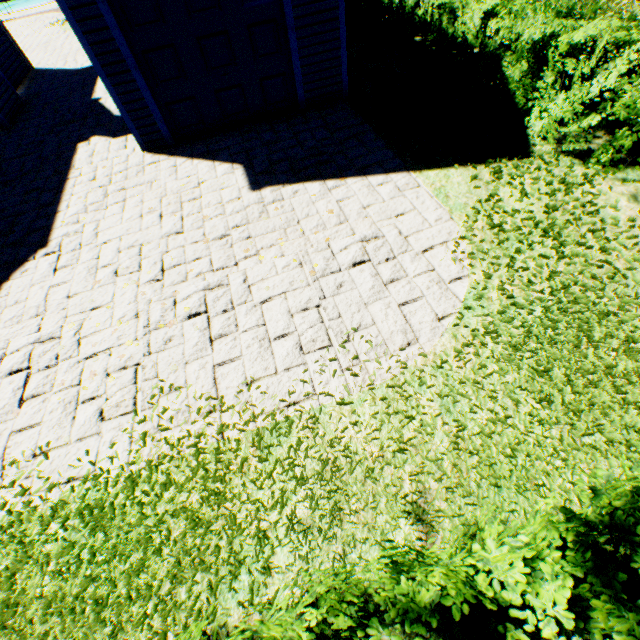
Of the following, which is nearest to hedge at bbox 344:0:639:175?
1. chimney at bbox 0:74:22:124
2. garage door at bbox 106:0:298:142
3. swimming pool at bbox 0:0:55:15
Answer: garage door at bbox 106:0:298:142

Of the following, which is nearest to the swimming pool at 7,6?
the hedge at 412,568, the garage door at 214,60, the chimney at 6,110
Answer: the chimney at 6,110

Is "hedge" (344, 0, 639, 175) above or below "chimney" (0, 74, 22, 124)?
above

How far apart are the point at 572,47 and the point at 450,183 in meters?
2.9 m

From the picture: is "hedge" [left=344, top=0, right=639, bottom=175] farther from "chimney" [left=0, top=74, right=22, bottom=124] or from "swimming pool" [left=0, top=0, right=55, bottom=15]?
"swimming pool" [left=0, top=0, right=55, bottom=15]

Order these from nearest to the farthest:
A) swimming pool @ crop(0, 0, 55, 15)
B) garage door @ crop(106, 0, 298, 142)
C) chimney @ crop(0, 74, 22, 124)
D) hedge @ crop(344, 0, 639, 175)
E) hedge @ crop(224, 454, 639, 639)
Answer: hedge @ crop(224, 454, 639, 639) → hedge @ crop(344, 0, 639, 175) → garage door @ crop(106, 0, 298, 142) → chimney @ crop(0, 74, 22, 124) → swimming pool @ crop(0, 0, 55, 15)

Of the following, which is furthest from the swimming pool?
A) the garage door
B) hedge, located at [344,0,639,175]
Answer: hedge, located at [344,0,639,175]

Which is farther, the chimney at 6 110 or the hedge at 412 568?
the chimney at 6 110
